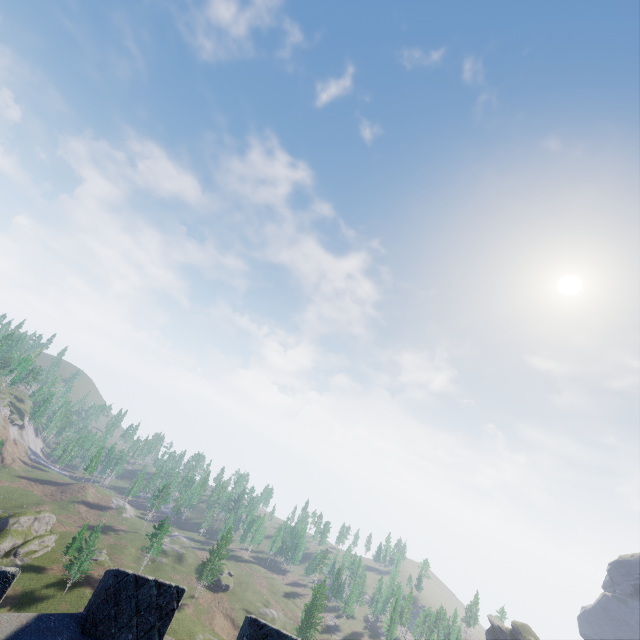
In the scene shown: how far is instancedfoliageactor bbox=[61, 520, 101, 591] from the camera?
53.5 meters

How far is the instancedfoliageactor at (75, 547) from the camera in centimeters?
5353cm

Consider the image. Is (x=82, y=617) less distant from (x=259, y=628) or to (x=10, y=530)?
(x=259, y=628)
